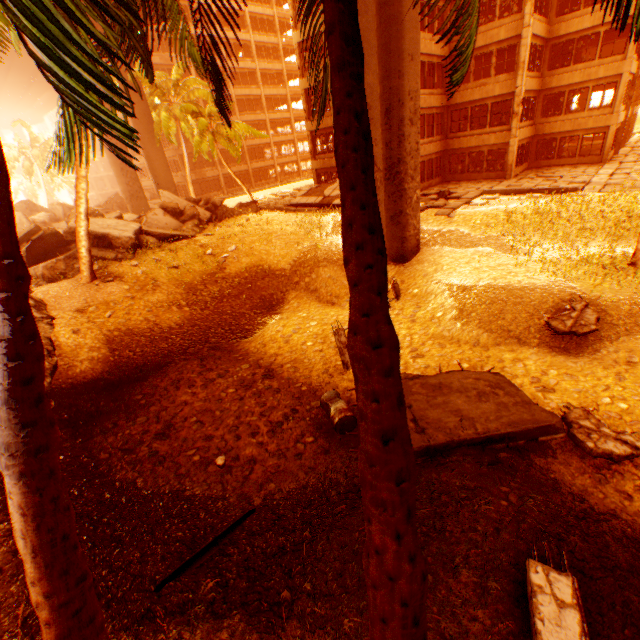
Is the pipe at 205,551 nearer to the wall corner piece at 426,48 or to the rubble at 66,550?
the rubble at 66,550

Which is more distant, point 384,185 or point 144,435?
point 384,185

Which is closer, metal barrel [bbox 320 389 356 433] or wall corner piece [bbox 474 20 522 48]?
metal barrel [bbox 320 389 356 433]

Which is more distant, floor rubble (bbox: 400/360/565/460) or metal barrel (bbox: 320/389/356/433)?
metal barrel (bbox: 320/389/356/433)

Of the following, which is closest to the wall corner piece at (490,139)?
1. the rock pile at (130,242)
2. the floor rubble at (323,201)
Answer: the floor rubble at (323,201)

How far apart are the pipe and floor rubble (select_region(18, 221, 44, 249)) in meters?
14.5

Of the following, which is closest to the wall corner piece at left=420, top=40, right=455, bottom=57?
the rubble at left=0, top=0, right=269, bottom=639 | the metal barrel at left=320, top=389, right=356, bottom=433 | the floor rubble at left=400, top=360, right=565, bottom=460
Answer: the rubble at left=0, top=0, right=269, bottom=639

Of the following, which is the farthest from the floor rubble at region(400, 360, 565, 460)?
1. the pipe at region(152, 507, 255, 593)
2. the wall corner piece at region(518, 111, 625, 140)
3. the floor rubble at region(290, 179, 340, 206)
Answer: the wall corner piece at region(518, 111, 625, 140)
